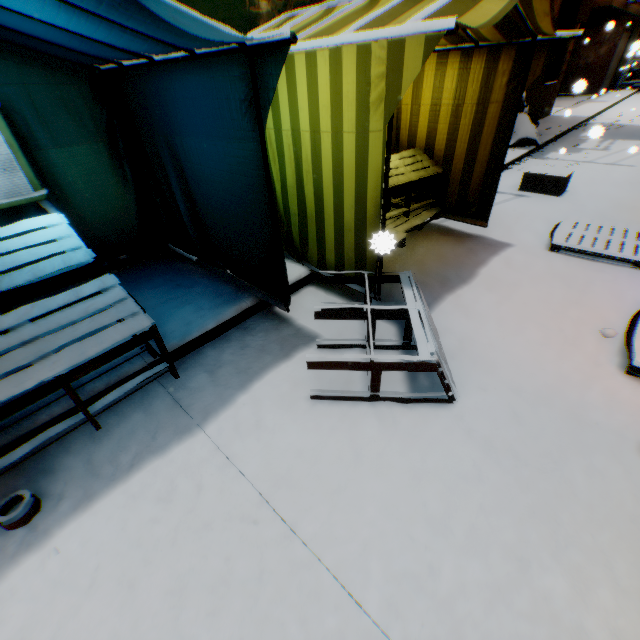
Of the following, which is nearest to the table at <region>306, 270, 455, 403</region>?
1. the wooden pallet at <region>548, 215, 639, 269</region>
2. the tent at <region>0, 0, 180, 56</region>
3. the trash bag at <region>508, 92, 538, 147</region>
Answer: the tent at <region>0, 0, 180, 56</region>

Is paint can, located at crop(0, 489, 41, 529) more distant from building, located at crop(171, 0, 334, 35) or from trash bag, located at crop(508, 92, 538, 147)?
trash bag, located at crop(508, 92, 538, 147)

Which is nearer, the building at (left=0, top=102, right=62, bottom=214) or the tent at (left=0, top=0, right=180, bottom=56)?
the tent at (left=0, top=0, right=180, bottom=56)

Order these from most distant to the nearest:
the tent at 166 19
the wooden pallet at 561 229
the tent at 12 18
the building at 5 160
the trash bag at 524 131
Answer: the trash bag at 524 131 → the wooden pallet at 561 229 → the building at 5 160 → the tent at 12 18 → the tent at 166 19

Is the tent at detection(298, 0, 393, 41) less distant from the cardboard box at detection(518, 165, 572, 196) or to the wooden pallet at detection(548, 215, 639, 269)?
the wooden pallet at detection(548, 215, 639, 269)

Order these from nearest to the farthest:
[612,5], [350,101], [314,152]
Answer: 1. [350,101]
2. [314,152]
3. [612,5]

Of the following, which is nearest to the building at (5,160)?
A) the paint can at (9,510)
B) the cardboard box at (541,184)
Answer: the cardboard box at (541,184)

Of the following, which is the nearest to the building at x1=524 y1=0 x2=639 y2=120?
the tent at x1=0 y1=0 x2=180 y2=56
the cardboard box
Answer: the tent at x1=0 y1=0 x2=180 y2=56
